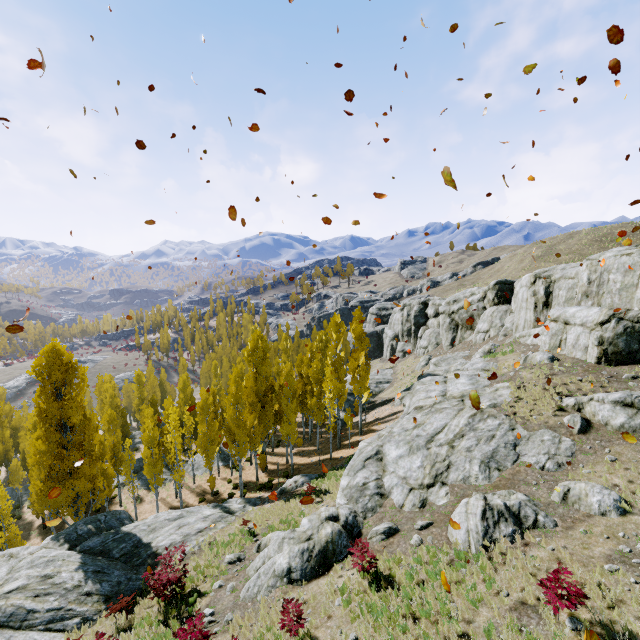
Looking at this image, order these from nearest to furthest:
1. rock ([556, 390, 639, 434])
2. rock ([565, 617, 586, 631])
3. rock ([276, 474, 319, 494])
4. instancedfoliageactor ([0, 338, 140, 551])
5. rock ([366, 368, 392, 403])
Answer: rock ([565, 617, 586, 631]) < rock ([556, 390, 639, 434]) < instancedfoliageactor ([0, 338, 140, 551]) < rock ([276, 474, 319, 494]) < rock ([366, 368, 392, 403])

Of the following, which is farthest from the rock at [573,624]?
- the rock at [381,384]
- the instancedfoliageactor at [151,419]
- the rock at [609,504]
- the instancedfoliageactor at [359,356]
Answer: the instancedfoliageactor at [359,356]

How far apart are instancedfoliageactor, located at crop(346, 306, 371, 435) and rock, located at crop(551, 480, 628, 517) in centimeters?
1979cm

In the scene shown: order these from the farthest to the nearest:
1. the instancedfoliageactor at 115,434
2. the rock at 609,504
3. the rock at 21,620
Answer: the instancedfoliageactor at 115,434 < the rock at 21,620 < the rock at 609,504

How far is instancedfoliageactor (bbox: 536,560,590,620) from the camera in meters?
7.4

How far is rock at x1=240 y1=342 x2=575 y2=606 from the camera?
12.7m

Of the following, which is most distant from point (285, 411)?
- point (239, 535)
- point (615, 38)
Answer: → point (615, 38)

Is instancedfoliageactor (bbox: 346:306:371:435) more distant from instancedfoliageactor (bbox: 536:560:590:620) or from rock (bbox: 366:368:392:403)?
rock (bbox: 366:368:392:403)
